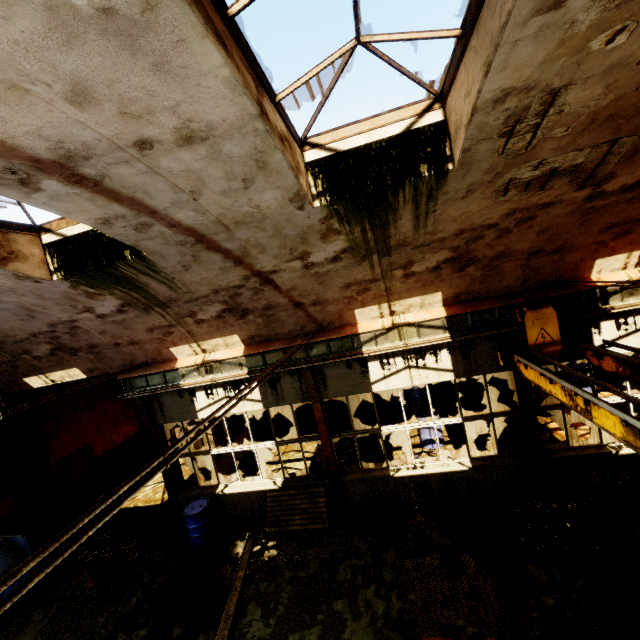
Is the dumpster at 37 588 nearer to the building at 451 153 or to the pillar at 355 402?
the building at 451 153

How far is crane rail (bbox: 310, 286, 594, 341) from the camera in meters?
6.8 m

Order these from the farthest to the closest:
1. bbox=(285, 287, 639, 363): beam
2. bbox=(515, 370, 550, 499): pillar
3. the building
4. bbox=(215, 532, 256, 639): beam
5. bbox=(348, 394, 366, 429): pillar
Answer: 1. bbox=(348, 394, 366, 429): pillar
2. bbox=(515, 370, 550, 499): pillar
3. bbox=(285, 287, 639, 363): beam
4. bbox=(215, 532, 256, 639): beam
5. the building

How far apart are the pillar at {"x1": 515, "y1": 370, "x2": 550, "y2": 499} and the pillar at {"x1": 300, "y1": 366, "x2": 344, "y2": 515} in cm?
475

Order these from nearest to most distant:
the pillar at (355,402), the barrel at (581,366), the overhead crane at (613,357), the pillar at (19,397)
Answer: the overhead crane at (613,357) → the barrel at (581,366) → the pillar at (19,397) → the pillar at (355,402)

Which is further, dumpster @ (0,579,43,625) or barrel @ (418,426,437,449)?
barrel @ (418,426,437,449)

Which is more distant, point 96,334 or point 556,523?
point 96,334

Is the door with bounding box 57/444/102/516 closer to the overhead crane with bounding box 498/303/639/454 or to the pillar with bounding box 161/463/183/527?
the pillar with bounding box 161/463/183/527
